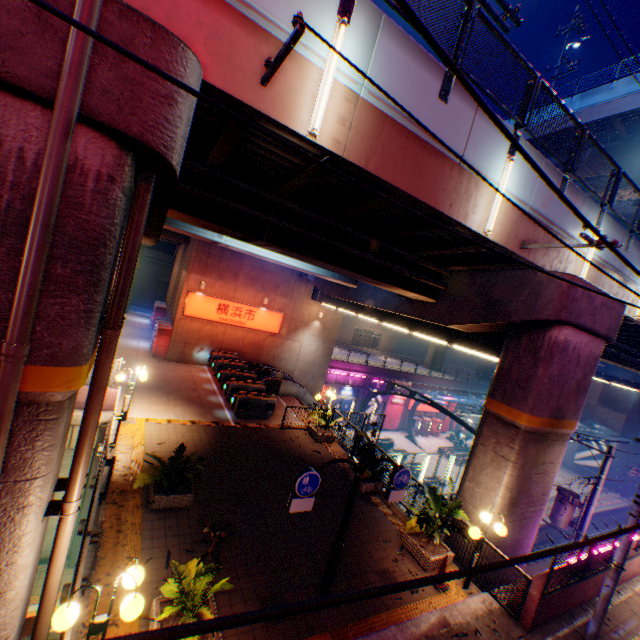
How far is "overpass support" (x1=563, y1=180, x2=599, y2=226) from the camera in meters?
Answer: 9.2

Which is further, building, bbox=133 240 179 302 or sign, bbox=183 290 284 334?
building, bbox=133 240 179 302

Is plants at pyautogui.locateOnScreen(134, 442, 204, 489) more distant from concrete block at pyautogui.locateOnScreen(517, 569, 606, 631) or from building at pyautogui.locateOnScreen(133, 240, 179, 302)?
building at pyautogui.locateOnScreen(133, 240, 179, 302)

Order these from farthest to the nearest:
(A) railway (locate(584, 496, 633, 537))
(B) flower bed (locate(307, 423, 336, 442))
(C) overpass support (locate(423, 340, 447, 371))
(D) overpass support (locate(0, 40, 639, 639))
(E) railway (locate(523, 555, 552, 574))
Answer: (C) overpass support (locate(423, 340, 447, 371)), (A) railway (locate(584, 496, 633, 537)), (E) railway (locate(523, 555, 552, 574)), (B) flower bed (locate(307, 423, 336, 442)), (D) overpass support (locate(0, 40, 639, 639))

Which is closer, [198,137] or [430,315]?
[198,137]

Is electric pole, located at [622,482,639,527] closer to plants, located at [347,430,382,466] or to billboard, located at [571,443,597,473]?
plants, located at [347,430,382,466]

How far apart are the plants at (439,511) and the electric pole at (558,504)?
8.58m

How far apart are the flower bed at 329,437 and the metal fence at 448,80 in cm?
1306
